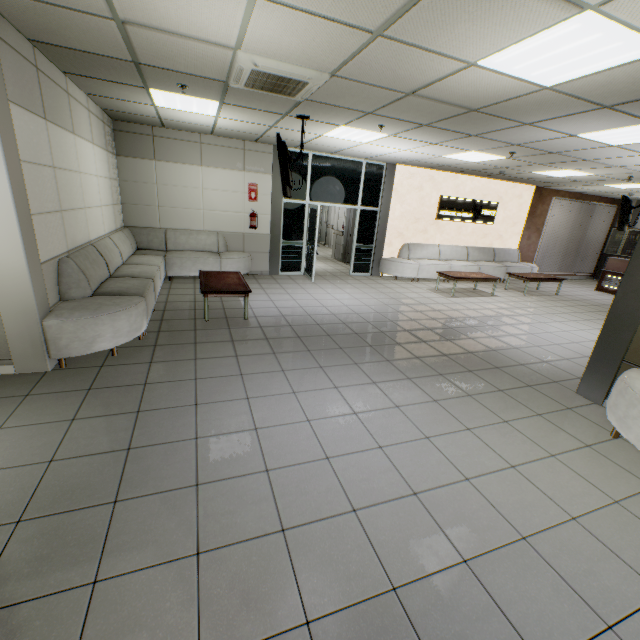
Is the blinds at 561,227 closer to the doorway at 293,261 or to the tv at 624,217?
the tv at 624,217

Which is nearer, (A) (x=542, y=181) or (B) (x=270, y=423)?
(B) (x=270, y=423)

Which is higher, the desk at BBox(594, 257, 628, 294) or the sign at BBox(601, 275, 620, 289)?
the desk at BBox(594, 257, 628, 294)

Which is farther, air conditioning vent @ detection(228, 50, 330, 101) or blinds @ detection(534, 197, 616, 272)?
blinds @ detection(534, 197, 616, 272)

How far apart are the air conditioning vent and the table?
2.7 meters

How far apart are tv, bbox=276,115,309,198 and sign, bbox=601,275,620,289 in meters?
11.3 m

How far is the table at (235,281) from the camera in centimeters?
516cm

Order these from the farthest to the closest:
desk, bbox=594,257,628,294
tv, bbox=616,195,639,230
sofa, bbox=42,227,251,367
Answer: desk, bbox=594,257,628,294, tv, bbox=616,195,639,230, sofa, bbox=42,227,251,367
